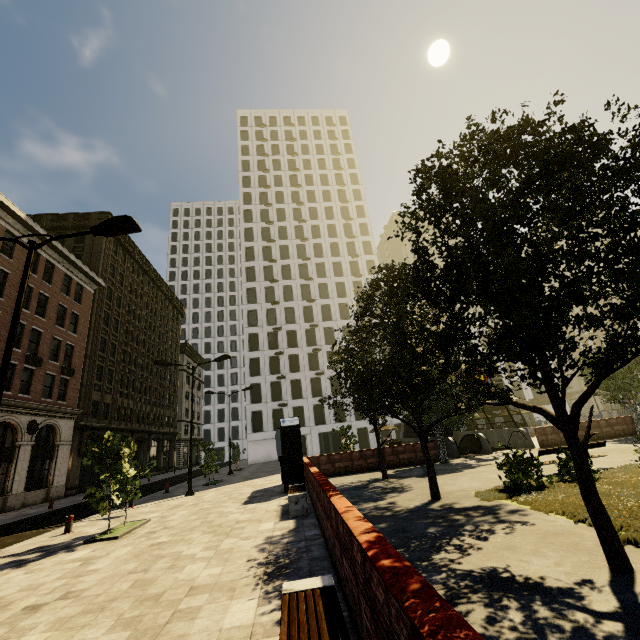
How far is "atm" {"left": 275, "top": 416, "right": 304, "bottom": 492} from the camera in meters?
15.2 m

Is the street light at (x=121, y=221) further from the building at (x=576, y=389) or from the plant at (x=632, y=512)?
the building at (x=576, y=389)

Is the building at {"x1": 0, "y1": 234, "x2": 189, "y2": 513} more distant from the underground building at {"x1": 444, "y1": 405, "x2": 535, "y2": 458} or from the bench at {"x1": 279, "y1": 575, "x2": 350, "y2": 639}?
the underground building at {"x1": 444, "y1": 405, "x2": 535, "y2": 458}

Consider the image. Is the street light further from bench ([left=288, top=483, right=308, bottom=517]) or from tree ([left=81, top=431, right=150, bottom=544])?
bench ([left=288, top=483, right=308, bottom=517])

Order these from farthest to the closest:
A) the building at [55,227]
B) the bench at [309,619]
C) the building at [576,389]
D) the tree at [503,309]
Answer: the building at [576,389] < the building at [55,227] < the tree at [503,309] < the bench at [309,619]

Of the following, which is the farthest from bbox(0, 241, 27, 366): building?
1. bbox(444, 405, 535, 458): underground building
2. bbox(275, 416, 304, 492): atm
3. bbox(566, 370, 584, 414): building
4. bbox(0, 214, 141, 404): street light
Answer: bbox(444, 405, 535, 458): underground building

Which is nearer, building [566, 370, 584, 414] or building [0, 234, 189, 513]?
building [0, 234, 189, 513]

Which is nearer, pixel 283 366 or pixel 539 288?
pixel 539 288
